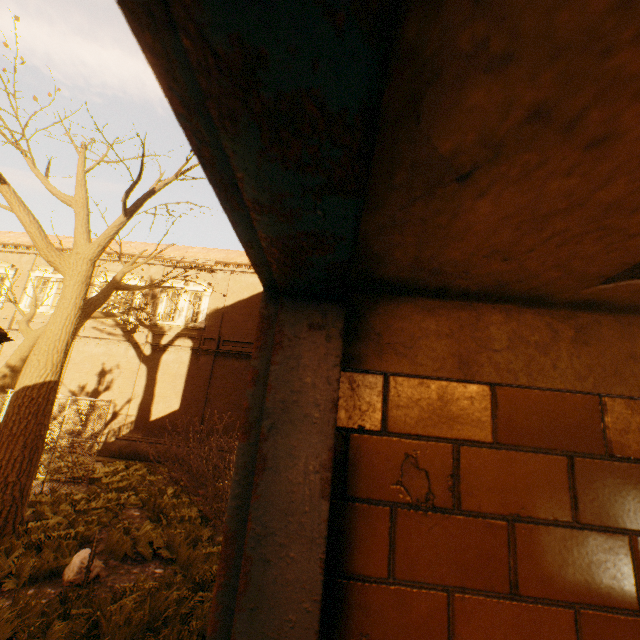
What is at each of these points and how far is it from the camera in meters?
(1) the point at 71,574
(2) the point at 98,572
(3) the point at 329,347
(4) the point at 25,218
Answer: (1) rock, 5.7 m
(2) rock, 5.9 m
(3) door, 0.7 m
(4) tree, 8.1 m

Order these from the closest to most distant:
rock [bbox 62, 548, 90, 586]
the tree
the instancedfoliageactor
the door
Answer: the door
the instancedfoliageactor
rock [bbox 62, 548, 90, 586]
the tree

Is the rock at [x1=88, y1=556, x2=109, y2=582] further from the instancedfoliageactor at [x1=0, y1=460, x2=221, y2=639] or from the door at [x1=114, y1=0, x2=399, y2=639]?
the door at [x1=114, y1=0, x2=399, y2=639]

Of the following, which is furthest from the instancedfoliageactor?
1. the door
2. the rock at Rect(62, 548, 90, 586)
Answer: the door

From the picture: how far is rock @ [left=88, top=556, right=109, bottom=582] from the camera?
5.8m

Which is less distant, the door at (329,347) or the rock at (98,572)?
the door at (329,347)

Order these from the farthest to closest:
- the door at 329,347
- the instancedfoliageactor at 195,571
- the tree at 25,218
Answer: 1. the tree at 25,218
2. the instancedfoliageactor at 195,571
3. the door at 329,347
